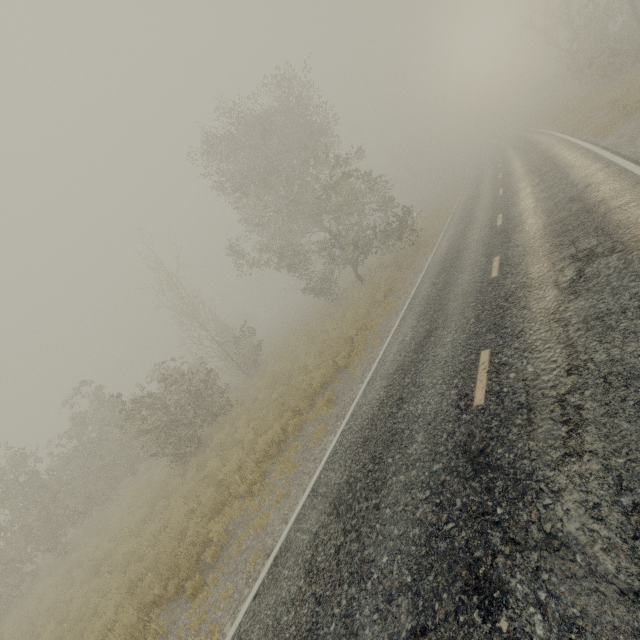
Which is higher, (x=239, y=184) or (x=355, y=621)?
(x=239, y=184)

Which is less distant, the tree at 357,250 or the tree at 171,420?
the tree at 171,420

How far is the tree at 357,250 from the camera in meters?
17.8

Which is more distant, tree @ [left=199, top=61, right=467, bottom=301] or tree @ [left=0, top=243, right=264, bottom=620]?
tree @ [left=199, top=61, right=467, bottom=301]

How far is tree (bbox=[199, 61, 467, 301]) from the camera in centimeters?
1775cm
